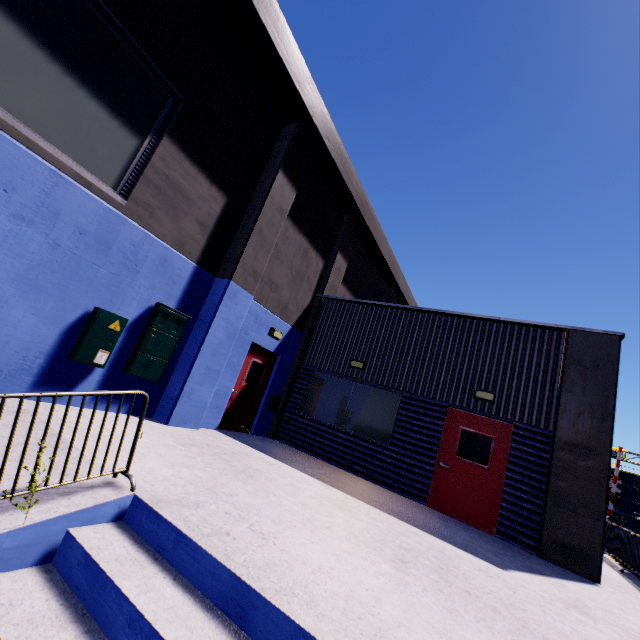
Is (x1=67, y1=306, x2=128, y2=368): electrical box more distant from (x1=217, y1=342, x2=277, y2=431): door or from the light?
the light

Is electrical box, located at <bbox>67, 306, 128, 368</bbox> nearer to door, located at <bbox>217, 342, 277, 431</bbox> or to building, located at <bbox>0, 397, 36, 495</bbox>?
building, located at <bbox>0, 397, 36, 495</bbox>

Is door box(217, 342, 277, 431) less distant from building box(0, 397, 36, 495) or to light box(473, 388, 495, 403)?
building box(0, 397, 36, 495)

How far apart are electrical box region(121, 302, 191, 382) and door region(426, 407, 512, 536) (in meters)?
6.86

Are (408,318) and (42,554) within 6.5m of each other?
no

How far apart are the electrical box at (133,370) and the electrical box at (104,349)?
0.4 meters

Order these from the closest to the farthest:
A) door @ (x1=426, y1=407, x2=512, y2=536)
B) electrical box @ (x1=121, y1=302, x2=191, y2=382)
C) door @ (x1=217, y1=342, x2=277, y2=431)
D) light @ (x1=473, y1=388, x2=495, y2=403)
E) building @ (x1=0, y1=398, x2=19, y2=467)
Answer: building @ (x1=0, y1=398, x2=19, y2=467), electrical box @ (x1=121, y1=302, x2=191, y2=382), door @ (x1=426, y1=407, x2=512, y2=536), light @ (x1=473, y1=388, x2=495, y2=403), door @ (x1=217, y1=342, x2=277, y2=431)

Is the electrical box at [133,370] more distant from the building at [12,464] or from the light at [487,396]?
the light at [487,396]
